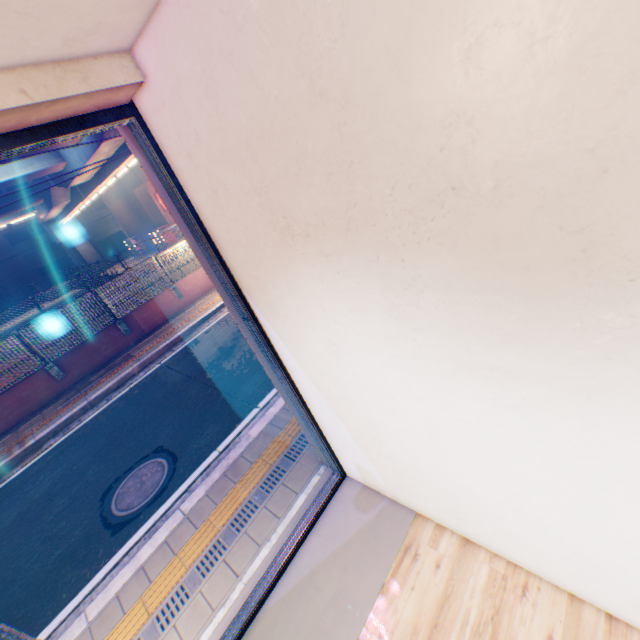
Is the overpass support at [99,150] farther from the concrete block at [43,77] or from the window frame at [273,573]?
the window frame at [273,573]

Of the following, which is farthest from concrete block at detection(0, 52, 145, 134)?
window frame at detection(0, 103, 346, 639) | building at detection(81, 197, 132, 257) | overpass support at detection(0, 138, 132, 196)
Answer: building at detection(81, 197, 132, 257)

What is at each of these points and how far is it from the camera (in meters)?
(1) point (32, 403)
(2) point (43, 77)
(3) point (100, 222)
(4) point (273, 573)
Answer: (1) concrete block, 9.72
(2) concrete block, 1.60
(3) building, 46.50
(4) window frame, 3.36

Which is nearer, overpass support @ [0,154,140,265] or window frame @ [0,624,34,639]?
window frame @ [0,624,34,639]

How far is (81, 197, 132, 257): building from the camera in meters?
46.0 m

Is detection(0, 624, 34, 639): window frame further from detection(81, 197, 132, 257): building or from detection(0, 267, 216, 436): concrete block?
detection(81, 197, 132, 257): building

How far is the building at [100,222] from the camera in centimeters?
4603cm

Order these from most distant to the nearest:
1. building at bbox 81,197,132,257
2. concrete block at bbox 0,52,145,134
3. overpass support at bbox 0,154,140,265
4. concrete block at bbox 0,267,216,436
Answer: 1. building at bbox 81,197,132,257
2. overpass support at bbox 0,154,140,265
3. concrete block at bbox 0,267,216,436
4. concrete block at bbox 0,52,145,134
